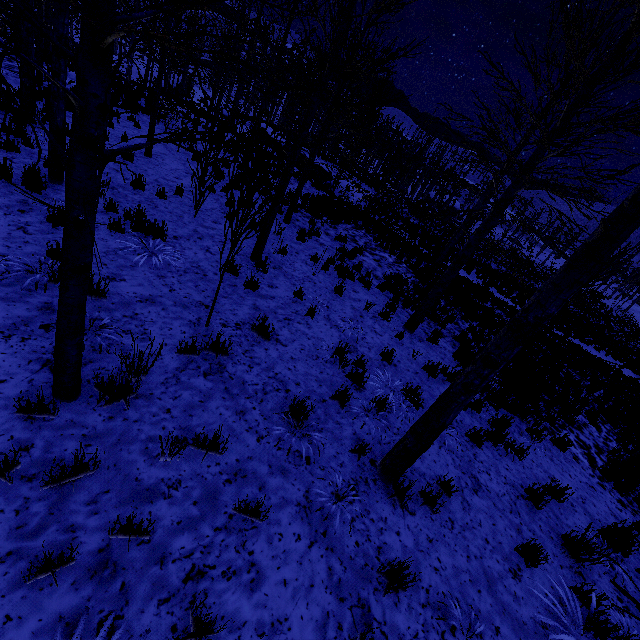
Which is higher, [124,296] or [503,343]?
[503,343]

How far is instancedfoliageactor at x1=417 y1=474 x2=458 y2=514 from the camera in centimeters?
394cm

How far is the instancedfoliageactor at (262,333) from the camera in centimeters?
515cm

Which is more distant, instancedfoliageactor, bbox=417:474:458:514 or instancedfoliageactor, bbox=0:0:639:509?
instancedfoliageactor, bbox=417:474:458:514

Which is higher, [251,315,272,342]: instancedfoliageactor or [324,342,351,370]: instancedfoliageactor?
[324,342,351,370]: instancedfoliageactor

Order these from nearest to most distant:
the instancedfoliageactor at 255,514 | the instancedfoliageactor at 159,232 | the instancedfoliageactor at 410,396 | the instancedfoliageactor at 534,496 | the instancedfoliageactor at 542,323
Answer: the instancedfoliageactor at 542,323 < the instancedfoliageactor at 255,514 < the instancedfoliageactor at 534,496 < the instancedfoliageactor at 410,396 < the instancedfoliageactor at 159,232
